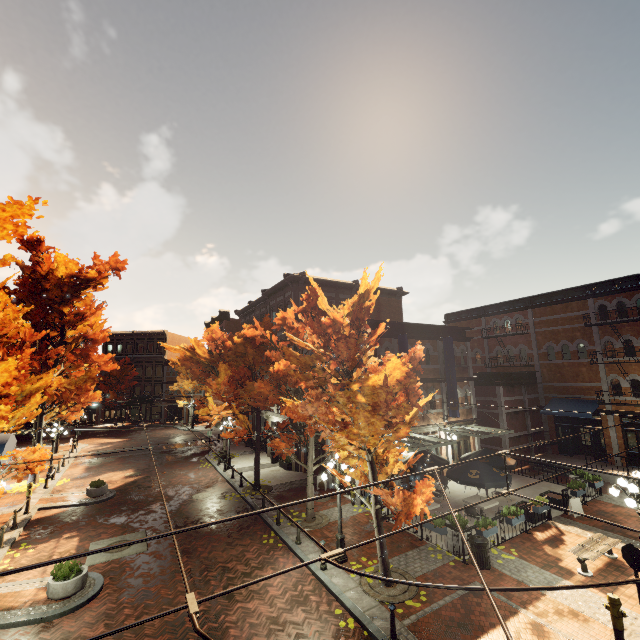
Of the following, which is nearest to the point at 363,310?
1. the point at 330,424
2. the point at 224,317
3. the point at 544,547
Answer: the point at 330,424

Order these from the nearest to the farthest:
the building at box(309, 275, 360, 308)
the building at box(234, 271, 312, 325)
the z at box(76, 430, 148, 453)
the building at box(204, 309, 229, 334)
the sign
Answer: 1. the sign
2. the building at box(234, 271, 312, 325)
3. the building at box(309, 275, 360, 308)
4. the z at box(76, 430, 148, 453)
5. the building at box(204, 309, 229, 334)

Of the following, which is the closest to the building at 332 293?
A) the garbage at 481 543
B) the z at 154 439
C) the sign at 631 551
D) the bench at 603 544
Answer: the z at 154 439

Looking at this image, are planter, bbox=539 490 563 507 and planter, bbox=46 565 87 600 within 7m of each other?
no

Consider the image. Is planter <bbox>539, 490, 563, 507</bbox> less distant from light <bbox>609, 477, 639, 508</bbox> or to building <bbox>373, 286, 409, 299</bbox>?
building <bbox>373, 286, 409, 299</bbox>

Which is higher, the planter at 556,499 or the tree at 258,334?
the tree at 258,334

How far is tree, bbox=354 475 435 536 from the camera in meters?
8.8

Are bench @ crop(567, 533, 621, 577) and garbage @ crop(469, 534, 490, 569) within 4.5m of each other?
yes
